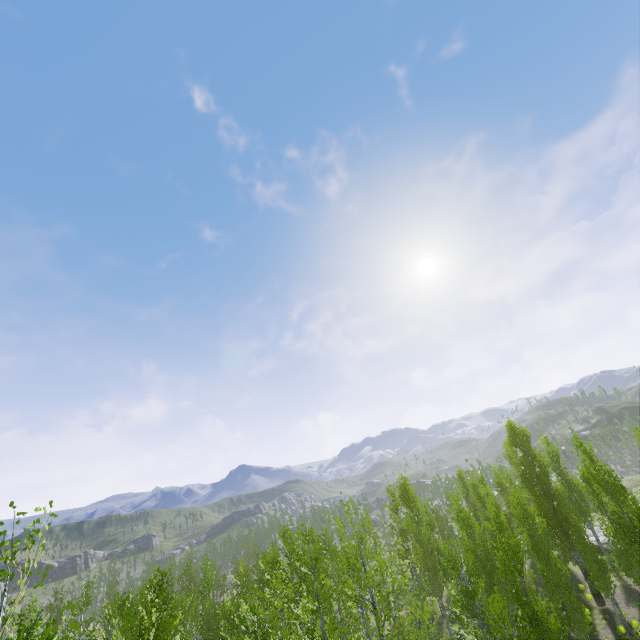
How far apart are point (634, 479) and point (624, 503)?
48.0 meters
